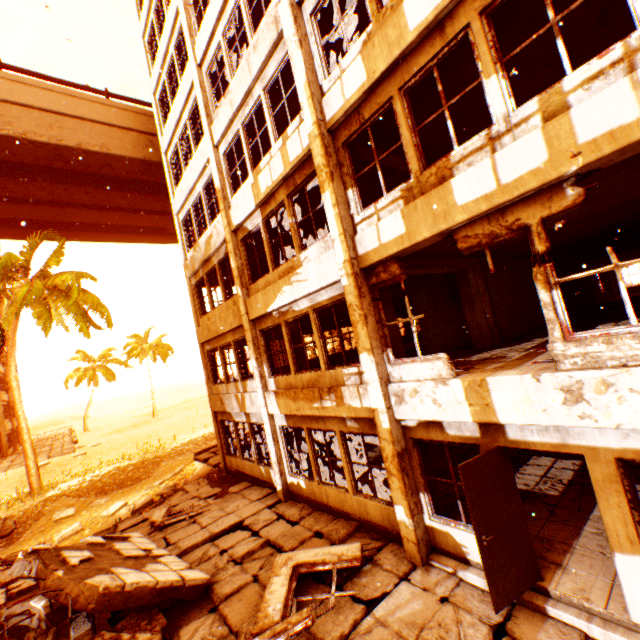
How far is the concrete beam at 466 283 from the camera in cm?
792

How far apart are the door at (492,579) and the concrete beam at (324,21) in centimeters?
789cm

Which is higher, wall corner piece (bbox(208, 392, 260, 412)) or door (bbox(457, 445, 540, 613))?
wall corner piece (bbox(208, 392, 260, 412))

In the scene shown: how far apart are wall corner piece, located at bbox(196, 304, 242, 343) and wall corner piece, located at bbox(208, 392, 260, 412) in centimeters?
221cm

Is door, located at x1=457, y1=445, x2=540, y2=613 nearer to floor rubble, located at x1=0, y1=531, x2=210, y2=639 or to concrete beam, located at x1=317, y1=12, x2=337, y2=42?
floor rubble, located at x1=0, y1=531, x2=210, y2=639

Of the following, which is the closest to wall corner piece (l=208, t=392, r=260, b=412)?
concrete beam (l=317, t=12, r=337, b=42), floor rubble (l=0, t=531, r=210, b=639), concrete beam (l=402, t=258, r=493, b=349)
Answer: floor rubble (l=0, t=531, r=210, b=639)

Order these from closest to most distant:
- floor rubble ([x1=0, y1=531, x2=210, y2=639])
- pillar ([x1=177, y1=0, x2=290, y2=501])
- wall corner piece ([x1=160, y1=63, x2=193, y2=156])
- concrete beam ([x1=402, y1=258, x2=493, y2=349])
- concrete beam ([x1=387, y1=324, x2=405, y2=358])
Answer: floor rubble ([x1=0, y1=531, x2=210, y2=639]) → concrete beam ([x1=387, y1=324, x2=405, y2=358]) → concrete beam ([x1=402, y1=258, x2=493, y2=349]) → pillar ([x1=177, y1=0, x2=290, y2=501]) → wall corner piece ([x1=160, y1=63, x2=193, y2=156])

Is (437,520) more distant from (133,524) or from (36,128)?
(36,128)
